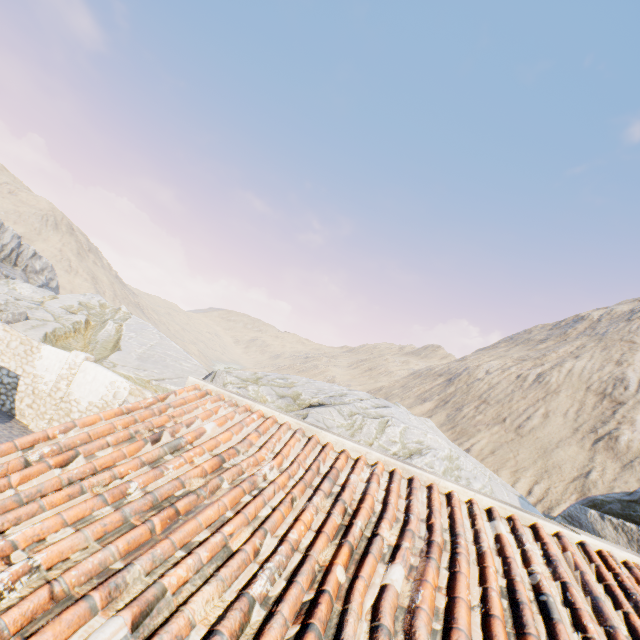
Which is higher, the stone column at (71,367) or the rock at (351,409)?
Answer: the rock at (351,409)

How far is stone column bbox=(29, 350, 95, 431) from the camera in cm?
1237

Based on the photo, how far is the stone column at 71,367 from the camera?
12.4 meters

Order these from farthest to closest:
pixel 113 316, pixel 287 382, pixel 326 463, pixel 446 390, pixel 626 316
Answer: pixel 626 316 < pixel 446 390 < pixel 113 316 < pixel 287 382 < pixel 326 463

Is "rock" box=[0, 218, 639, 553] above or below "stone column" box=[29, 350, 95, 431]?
above
